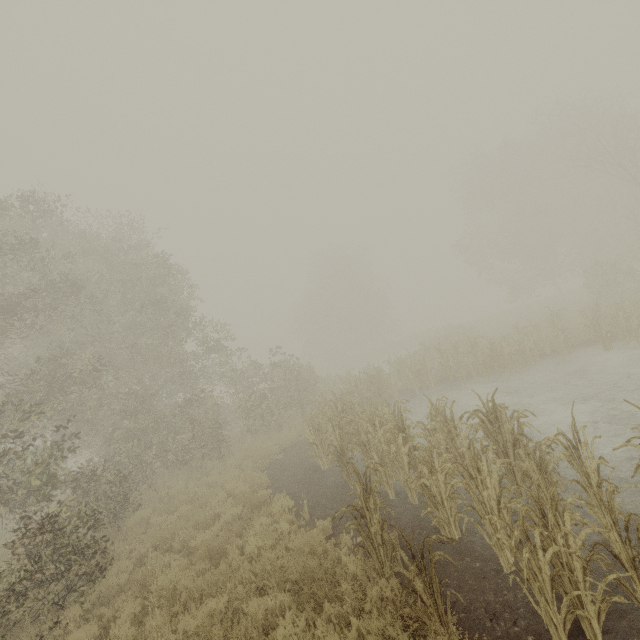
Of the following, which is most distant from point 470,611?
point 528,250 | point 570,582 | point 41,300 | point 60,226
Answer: point 528,250
